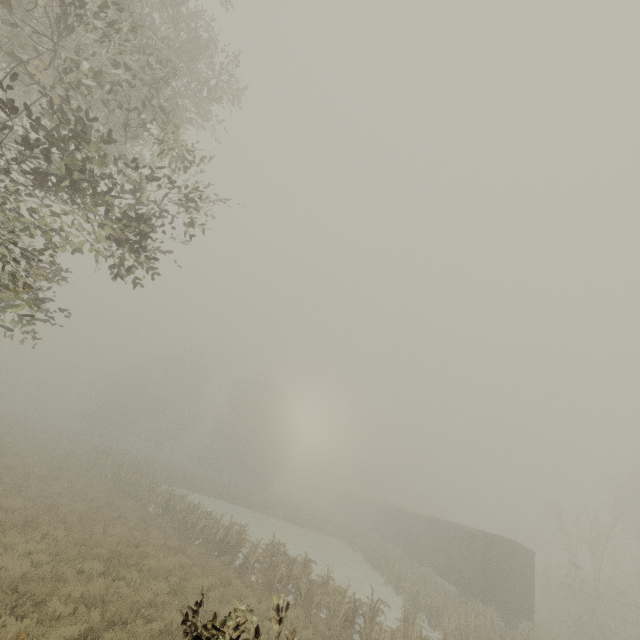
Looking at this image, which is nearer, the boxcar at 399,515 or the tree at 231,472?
the tree at 231,472

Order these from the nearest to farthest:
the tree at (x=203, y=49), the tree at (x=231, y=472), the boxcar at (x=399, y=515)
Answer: the tree at (x=203, y=49) → the tree at (x=231, y=472) → the boxcar at (x=399, y=515)

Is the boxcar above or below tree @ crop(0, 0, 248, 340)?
below

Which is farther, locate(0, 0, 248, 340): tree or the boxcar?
the boxcar

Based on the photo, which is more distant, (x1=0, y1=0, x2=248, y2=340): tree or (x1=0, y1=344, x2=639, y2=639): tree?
(x1=0, y1=344, x2=639, y2=639): tree

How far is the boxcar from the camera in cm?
1955

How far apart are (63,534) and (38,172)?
13.4m
